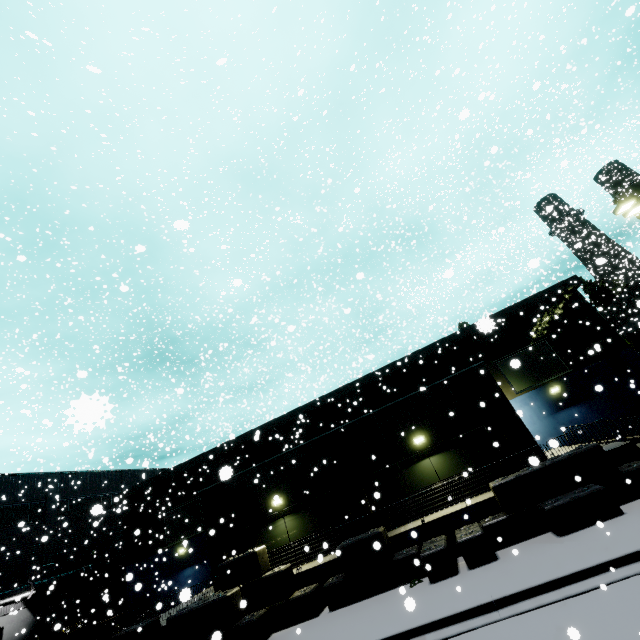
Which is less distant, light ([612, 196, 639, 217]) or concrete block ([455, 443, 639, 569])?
concrete block ([455, 443, 639, 569])

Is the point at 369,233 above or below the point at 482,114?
below

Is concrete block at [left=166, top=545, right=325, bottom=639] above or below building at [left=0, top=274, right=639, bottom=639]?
below

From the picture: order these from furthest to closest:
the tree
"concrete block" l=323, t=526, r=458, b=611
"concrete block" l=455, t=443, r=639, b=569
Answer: the tree < "concrete block" l=323, t=526, r=458, b=611 < "concrete block" l=455, t=443, r=639, b=569

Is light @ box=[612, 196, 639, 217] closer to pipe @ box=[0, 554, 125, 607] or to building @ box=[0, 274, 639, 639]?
building @ box=[0, 274, 639, 639]

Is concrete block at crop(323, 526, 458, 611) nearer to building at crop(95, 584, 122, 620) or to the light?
building at crop(95, 584, 122, 620)

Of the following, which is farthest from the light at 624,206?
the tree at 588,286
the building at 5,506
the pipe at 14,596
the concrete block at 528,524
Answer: the pipe at 14,596

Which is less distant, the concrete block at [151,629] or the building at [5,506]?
the concrete block at [151,629]
